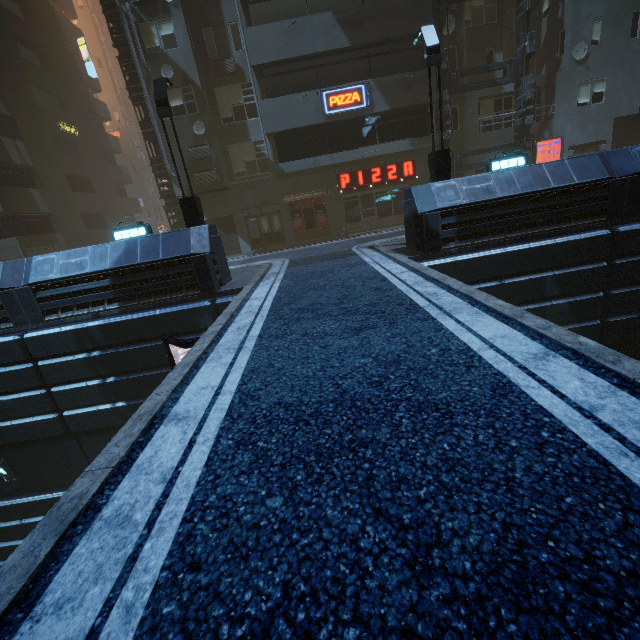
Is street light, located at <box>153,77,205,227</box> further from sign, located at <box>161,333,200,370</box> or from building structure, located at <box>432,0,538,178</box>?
building structure, located at <box>432,0,538,178</box>

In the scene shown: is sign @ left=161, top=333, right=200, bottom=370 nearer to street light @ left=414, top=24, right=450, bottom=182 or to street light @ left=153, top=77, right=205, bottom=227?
street light @ left=153, top=77, right=205, bottom=227

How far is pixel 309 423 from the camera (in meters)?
2.89

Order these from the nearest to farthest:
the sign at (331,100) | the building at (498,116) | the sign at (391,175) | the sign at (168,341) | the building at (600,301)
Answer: the sign at (168,341), the building at (600,301), the sign at (331,100), the building at (498,116), the sign at (391,175)

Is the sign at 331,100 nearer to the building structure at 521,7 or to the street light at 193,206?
the building structure at 521,7

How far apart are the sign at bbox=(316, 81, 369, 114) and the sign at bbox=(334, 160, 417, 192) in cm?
366

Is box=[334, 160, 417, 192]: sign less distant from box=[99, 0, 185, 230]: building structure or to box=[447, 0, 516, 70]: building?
box=[447, 0, 516, 70]: building

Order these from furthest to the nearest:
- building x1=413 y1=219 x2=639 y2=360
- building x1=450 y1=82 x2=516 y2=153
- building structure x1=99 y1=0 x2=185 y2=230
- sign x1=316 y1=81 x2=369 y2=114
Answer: building x1=450 y1=82 x2=516 y2=153
building structure x1=99 y1=0 x2=185 y2=230
sign x1=316 y1=81 x2=369 y2=114
building x1=413 y1=219 x2=639 y2=360
